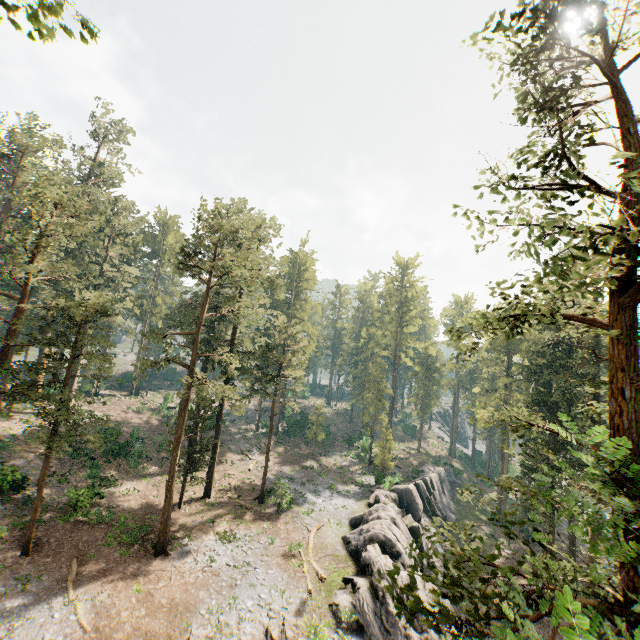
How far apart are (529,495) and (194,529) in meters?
29.9 m

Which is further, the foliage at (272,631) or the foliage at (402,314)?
the foliage at (402,314)

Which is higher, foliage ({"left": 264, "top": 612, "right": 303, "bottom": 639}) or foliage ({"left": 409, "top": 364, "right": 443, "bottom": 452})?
Answer: foliage ({"left": 409, "top": 364, "right": 443, "bottom": 452})

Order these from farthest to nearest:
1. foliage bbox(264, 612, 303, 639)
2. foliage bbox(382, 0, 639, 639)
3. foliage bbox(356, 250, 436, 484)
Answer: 1. foliage bbox(356, 250, 436, 484)
2. foliage bbox(264, 612, 303, 639)
3. foliage bbox(382, 0, 639, 639)

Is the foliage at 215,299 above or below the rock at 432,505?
above

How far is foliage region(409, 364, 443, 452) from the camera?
57.6m
